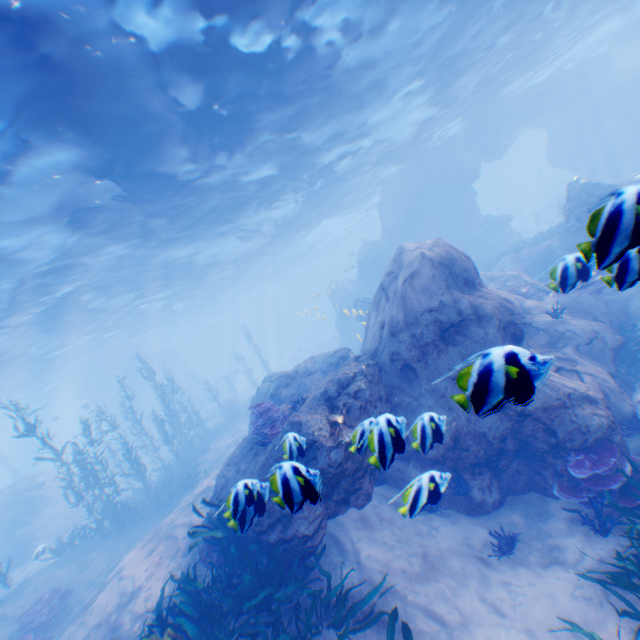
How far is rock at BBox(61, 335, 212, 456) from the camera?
37.8m

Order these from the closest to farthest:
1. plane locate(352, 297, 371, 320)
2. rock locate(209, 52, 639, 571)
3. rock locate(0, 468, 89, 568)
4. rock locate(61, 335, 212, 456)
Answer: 1. rock locate(209, 52, 639, 571)
2. plane locate(352, 297, 371, 320)
3. rock locate(0, 468, 89, 568)
4. rock locate(61, 335, 212, 456)

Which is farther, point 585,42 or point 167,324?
point 167,324

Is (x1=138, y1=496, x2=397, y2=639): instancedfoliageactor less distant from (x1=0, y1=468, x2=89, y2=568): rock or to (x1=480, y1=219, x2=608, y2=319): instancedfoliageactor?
(x1=0, y1=468, x2=89, y2=568): rock

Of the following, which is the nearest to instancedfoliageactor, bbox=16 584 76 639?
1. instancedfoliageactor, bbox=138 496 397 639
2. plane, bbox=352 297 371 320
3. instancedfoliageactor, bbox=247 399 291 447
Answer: instancedfoliageactor, bbox=138 496 397 639

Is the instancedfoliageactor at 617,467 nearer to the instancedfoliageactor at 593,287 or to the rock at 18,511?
the rock at 18,511

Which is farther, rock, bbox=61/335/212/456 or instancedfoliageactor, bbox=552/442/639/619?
rock, bbox=61/335/212/456

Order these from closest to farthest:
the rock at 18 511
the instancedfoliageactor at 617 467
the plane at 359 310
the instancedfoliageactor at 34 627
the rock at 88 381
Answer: the instancedfoliageactor at 617 467
the instancedfoliageactor at 34 627
the plane at 359 310
the rock at 18 511
the rock at 88 381
